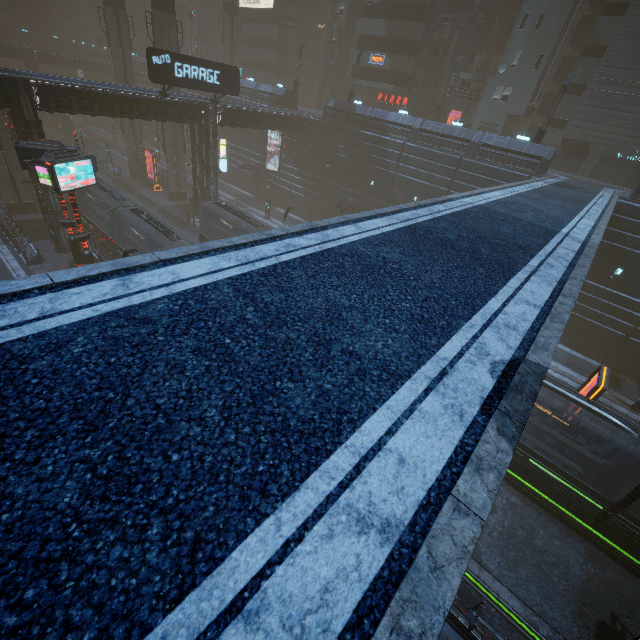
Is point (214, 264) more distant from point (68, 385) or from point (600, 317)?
point (600, 317)

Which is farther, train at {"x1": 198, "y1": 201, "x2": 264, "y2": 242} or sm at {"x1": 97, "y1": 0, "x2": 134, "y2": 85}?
sm at {"x1": 97, "y1": 0, "x2": 134, "y2": 85}

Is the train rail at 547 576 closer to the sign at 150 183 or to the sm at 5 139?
the sm at 5 139

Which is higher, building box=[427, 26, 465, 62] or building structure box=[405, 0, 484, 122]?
building box=[427, 26, 465, 62]

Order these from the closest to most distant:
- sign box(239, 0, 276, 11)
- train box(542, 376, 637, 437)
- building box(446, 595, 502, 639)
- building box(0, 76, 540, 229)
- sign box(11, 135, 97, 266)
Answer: building box(446, 595, 502, 639) → train box(542, 376, 637, 437) → sign box(11, 135, 97, 266) → building box(0, 76, 540, 229) → sign box(239, 0, 276, 11)

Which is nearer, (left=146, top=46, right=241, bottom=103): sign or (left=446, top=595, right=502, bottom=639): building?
(left=446, top=595, right=502, bottom=639): building

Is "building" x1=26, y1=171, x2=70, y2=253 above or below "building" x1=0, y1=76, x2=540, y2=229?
below

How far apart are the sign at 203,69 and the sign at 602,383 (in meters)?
33.24
